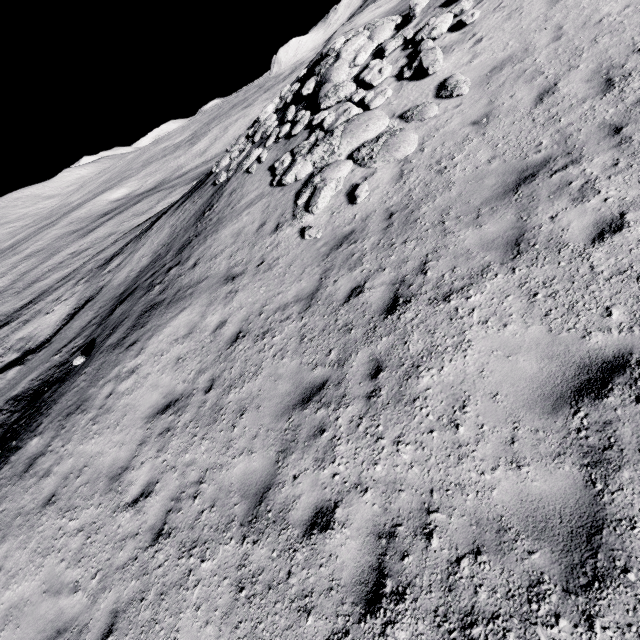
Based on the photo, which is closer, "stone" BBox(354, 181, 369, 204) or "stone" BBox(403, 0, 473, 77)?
"stone" BBox(354, 181, 369, 204)

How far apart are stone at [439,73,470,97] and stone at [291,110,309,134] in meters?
5.7 m

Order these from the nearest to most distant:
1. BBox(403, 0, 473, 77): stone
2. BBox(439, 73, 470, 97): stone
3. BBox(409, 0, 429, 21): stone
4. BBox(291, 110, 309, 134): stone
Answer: BBox(439, 73, 470, 97): stone < BBox(403, 0, 473, 77): stone < BBox(409, 0, 429, 21): stone < BBox(291, 110, 309, 134): stone

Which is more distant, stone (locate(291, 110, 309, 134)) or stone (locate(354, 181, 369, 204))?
stone (locate(291, 110, 309, 134))

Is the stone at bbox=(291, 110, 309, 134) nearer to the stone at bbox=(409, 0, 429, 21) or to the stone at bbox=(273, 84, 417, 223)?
the stone at bbox=(273, 84, 417, 223)

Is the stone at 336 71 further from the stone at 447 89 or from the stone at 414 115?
the stone at 447 89

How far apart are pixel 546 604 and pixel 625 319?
3.3m

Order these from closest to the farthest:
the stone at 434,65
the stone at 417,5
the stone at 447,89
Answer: the stone at 447,89 → the stone at 434,65 → the stone at 417,5
